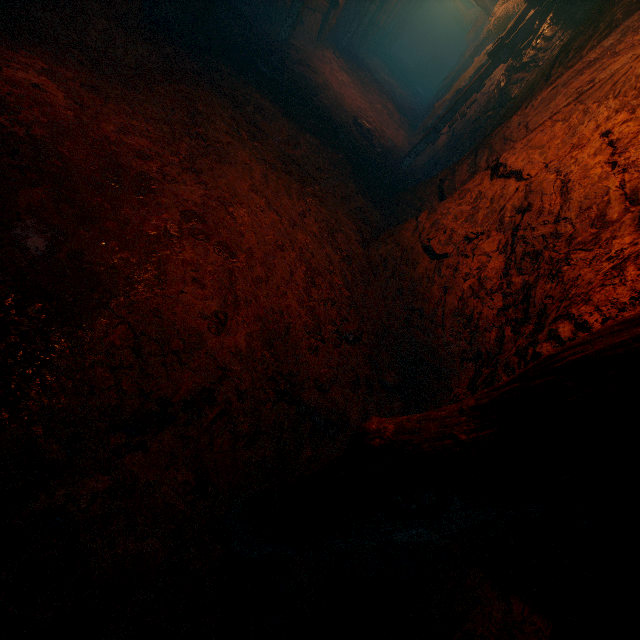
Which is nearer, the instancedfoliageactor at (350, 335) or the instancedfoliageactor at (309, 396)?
the instancedfoliageactor at (309, 396)

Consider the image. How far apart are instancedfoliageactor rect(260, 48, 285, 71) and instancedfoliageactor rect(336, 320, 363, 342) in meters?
6.3

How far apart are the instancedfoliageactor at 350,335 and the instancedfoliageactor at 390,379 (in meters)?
0.48

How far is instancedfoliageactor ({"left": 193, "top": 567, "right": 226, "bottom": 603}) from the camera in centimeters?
162cm

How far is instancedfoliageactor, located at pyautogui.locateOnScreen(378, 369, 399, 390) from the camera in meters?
3.2 m

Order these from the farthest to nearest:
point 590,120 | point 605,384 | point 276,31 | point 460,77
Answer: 1. point 460,77
2. point 276,31
3. point 590,120
4. point 605,384

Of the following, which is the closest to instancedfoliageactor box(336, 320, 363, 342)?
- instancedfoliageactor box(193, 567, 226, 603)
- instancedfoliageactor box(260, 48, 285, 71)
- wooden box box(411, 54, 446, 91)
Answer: instancedfoliageactor box(193, 567, 226, 603)

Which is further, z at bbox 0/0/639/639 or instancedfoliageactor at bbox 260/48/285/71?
instancedfoliageactor at bbox 260/48/285/71
